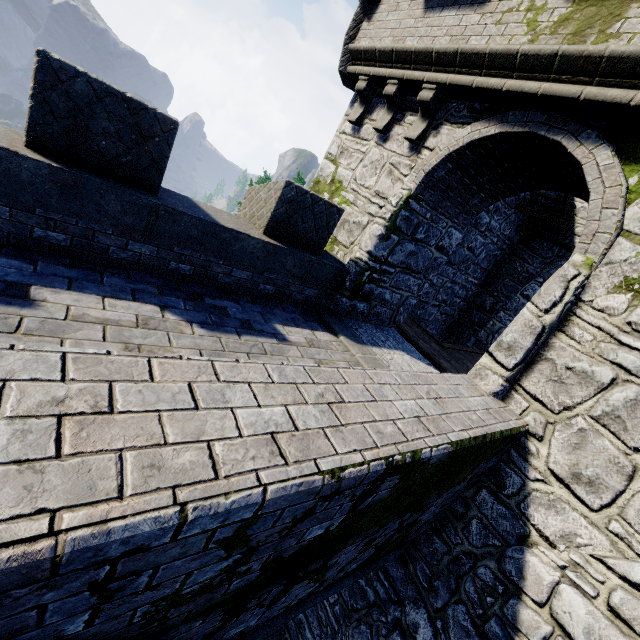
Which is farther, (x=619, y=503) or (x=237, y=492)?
(x=619, y=503)
